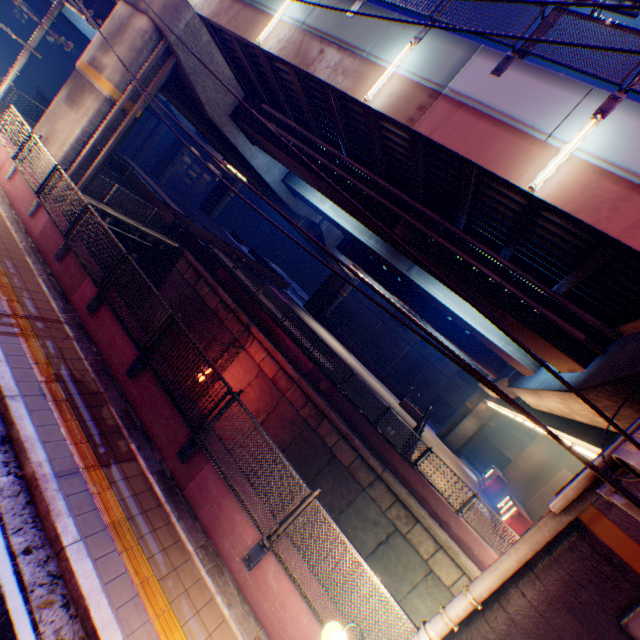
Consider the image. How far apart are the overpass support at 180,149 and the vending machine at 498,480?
64.5m

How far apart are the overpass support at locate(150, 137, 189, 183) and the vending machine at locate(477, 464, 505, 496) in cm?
6450

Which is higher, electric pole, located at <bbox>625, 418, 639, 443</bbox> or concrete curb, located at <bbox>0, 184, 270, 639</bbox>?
electric pole, located at <bbox>625, 418, 639, 443</bbox>

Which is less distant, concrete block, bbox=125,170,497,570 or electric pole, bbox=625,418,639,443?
electric pole, bbox=625,418,639,443

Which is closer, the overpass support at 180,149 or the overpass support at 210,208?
the overpass support at 210,208

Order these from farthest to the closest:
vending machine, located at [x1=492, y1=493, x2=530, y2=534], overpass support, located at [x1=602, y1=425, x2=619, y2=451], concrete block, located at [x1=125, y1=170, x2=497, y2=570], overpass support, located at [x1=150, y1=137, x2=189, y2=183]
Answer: overpass support, located at [x1=150, y1=137, x2=189, y2=183], vending machine, located at [x1=492, y1=493, x2=530, y2=534], concrete block, located at [x1=125, y1=170, x2=497, y2=570], overpass support, located at [x1=602, y1=425, x2=619, y2=451]

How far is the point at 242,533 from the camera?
5.7 meters

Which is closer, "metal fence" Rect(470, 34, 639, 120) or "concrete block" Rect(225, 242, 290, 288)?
"metal fence" Rect(470, 34, 639, 120)
